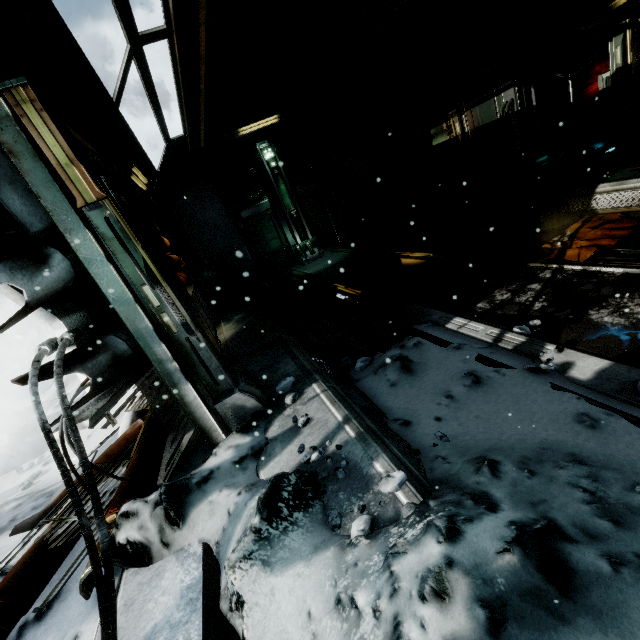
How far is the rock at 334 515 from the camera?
1.68m

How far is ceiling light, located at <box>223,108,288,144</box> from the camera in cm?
949

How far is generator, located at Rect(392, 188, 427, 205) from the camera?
10.3 meters

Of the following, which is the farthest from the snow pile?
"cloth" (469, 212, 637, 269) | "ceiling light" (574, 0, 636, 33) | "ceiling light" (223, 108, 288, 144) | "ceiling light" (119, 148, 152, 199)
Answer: "ceiling light" (223, 108, 288, 144)

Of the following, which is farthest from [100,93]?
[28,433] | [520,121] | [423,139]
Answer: [423,139]

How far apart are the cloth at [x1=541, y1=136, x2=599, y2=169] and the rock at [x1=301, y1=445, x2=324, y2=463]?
8.37m

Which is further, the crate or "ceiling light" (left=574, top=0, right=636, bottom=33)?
the crate

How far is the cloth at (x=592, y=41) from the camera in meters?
6.6
